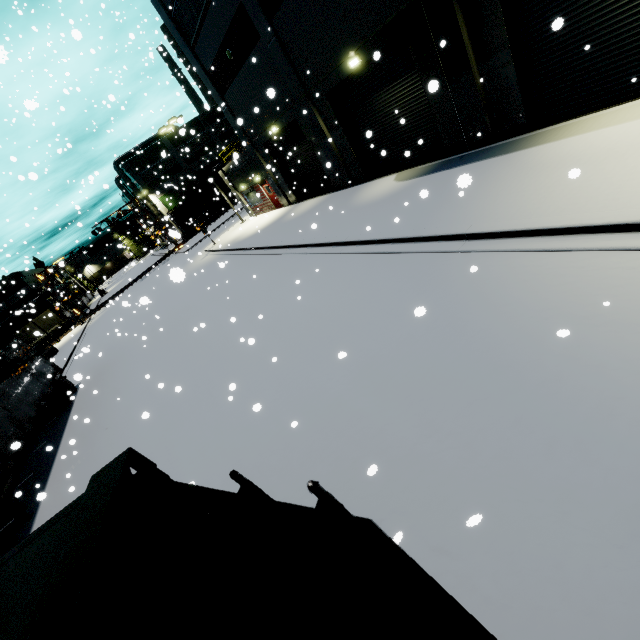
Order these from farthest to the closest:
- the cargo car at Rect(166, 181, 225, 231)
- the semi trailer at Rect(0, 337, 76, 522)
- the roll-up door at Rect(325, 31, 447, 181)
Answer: the cargo car at Rect(166, 181, 225, 231) < the roll-up door at Rect(325, 31, 447, 181) < the semi trailer at Rect(0, 337, 76, 522)

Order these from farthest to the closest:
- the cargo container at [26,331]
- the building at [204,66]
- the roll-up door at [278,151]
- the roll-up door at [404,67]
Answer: the cargo container at [26,331], the roll-up door at [278,151], the roll-up door at [404,67], the building at [204,66]

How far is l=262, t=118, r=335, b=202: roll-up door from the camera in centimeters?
1886cm

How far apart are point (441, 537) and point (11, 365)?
19.57m

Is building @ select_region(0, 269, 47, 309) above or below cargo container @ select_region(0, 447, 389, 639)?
above

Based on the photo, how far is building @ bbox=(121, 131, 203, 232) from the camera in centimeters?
5425cm

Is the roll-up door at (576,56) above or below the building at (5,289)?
below
